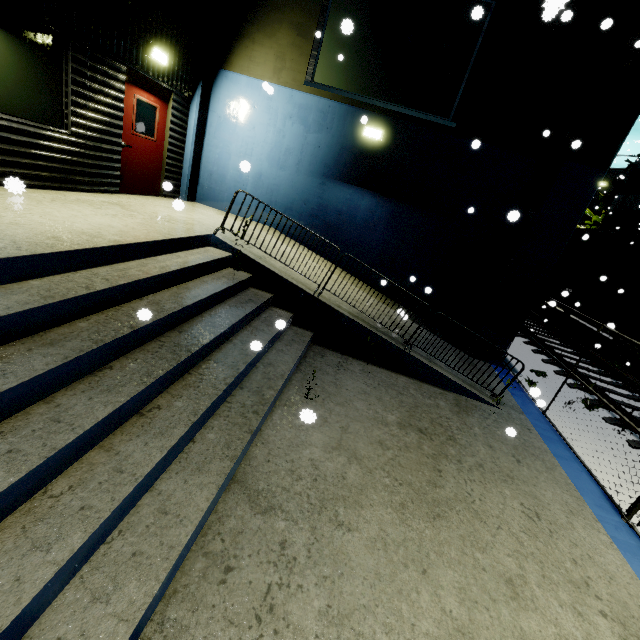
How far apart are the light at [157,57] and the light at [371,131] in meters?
4.7 m

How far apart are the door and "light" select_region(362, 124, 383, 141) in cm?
481

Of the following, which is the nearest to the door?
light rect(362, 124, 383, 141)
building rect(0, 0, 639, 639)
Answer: building rect(0, 0, 639, 639)

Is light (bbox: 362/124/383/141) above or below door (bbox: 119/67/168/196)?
above

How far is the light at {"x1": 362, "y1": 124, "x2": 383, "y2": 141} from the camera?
7.84m

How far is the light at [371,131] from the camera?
7.84m

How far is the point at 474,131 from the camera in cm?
787

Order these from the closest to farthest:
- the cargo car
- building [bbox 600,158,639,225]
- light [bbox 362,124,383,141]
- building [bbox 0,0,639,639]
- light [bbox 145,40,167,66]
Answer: building [bbox 0,0,639,639], light [bbox 145,40,167,66], light [bbox 362,124,383,141], the cargo car, building [bbox 600,158,639,225]
